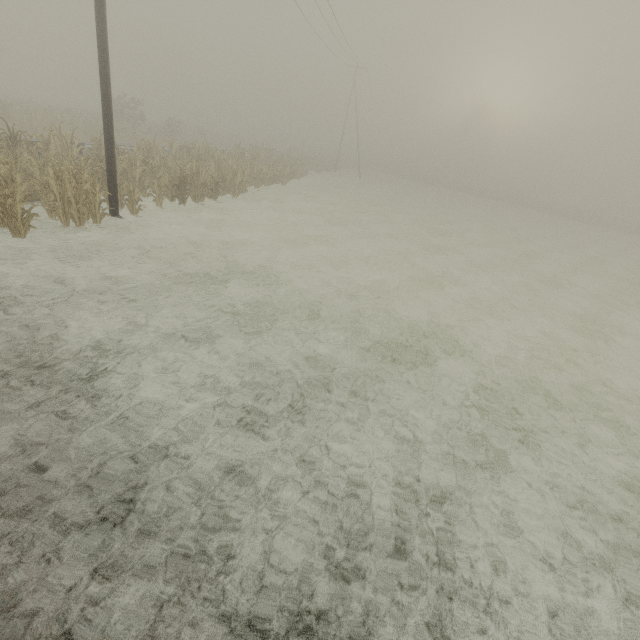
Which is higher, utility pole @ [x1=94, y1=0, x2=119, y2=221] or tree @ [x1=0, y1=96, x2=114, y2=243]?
utility pole @ [x1=94, y1=0, x2=119, y2=221]

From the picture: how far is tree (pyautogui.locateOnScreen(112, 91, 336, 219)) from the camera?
13.1m

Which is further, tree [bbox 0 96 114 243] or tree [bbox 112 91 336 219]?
tree [bbox 112 91 336 219]

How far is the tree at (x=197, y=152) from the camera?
13.1m

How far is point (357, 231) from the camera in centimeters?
1717cm

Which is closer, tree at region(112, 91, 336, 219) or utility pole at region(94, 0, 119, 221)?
utility pole at region(94, 0, 119, 221)

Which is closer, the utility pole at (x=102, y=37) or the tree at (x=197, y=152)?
the utility pole at (x=102, y=37)
